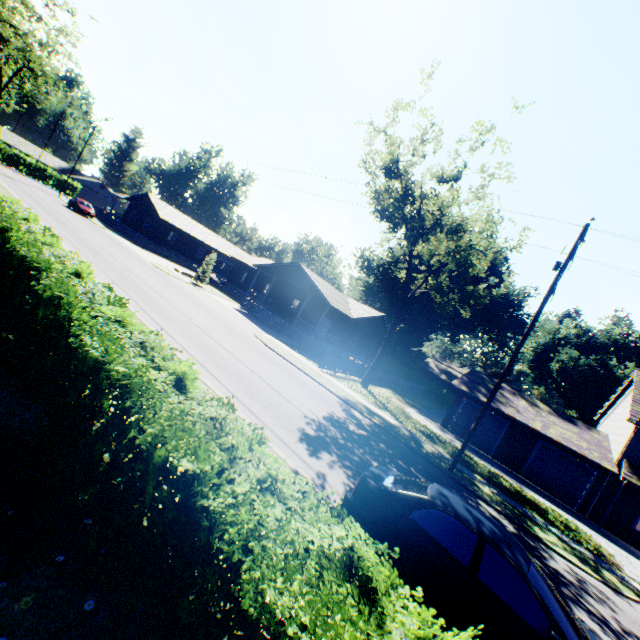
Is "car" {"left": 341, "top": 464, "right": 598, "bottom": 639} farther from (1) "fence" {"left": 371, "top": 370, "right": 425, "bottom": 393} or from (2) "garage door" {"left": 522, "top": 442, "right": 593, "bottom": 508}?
(2) "garage door" {"left": 522, "top": 442, "right": 593, "bottom": 508}

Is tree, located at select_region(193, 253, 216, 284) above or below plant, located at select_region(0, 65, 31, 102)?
below

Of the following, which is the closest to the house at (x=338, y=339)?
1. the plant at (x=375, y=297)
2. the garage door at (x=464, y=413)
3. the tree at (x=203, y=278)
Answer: the tree at (x=203, y=278)

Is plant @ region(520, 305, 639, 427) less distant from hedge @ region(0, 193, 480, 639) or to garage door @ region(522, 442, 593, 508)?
garage door @ region(522, 442, 593, 508)

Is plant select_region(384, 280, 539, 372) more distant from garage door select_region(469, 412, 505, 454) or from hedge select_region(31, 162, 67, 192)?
hedge select_region(31, 162, 67, 192)

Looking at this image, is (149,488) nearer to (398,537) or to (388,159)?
(398,537)

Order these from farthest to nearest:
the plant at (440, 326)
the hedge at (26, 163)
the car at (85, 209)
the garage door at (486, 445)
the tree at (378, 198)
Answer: the hedge at (26, 163) → the plant at (440, 326) → the car at (85, 209) → the garage door at (486, 445) → the tree at (378, 198)

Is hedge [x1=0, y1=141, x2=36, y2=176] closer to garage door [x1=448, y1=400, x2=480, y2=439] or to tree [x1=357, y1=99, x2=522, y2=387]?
tree [x1=357, y1=99, x2=522, y2=387]
